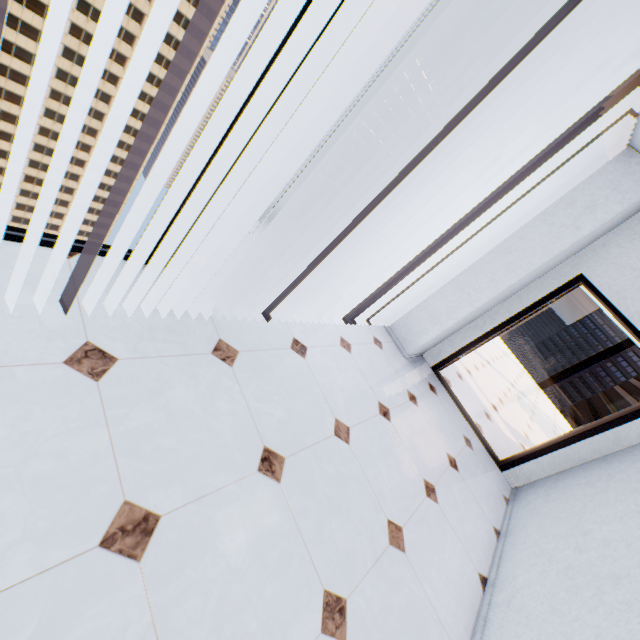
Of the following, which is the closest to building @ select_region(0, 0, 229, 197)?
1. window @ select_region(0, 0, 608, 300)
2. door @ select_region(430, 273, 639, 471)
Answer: window @ select_region(0, 0, 608, 300)

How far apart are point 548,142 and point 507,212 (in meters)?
0.72

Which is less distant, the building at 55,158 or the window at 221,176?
the window at 221,176

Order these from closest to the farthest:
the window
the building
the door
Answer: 1. the window
2. the door
3. the building

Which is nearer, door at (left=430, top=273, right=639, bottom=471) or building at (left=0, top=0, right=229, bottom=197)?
A: door at (left=430, top=273, right=639, bottom=471)

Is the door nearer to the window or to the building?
the window

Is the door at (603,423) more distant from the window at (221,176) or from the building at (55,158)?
the building at (55,158)
